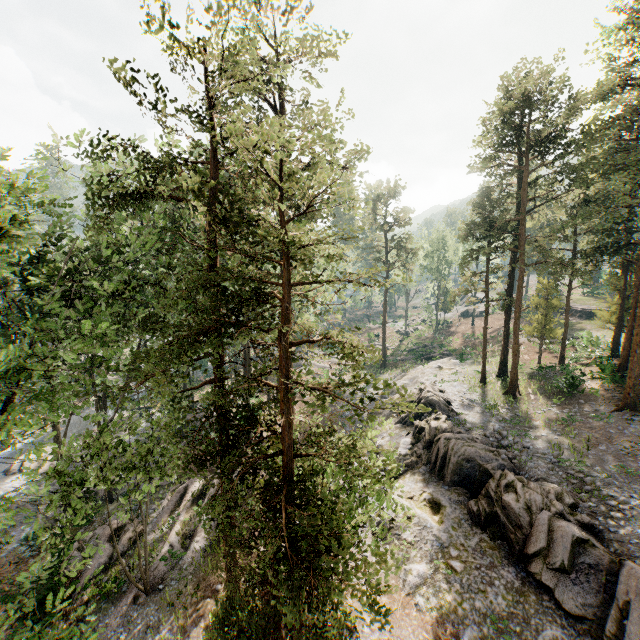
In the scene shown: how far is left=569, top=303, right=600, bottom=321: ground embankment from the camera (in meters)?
44.09

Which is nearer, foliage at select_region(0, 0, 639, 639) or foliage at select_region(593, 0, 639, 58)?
foliage at select_region(0, 0, 639, 639)

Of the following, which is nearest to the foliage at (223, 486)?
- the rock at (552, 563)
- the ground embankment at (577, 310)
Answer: the rock at (552, 563)

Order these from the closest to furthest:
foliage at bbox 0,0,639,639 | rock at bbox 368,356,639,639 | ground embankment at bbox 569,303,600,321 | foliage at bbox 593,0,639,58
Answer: foliage at bbox 0,0,639,639 → rock at bbox 368,356,639,639 → foliage at bbox 593,0,639,58 → ground embankment at bbox 569,303,600,321

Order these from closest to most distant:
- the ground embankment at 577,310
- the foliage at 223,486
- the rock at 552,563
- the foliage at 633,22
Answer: the foliage at 223,486 → the rock at 552,563 → the foliage at 633,22 → the ground embankment at 577,310

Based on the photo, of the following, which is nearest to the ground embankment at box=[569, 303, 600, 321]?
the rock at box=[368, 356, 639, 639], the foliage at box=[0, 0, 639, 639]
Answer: the foliage at box=[0, 0, 639, 639]

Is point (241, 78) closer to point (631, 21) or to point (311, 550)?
point (311, 550)
